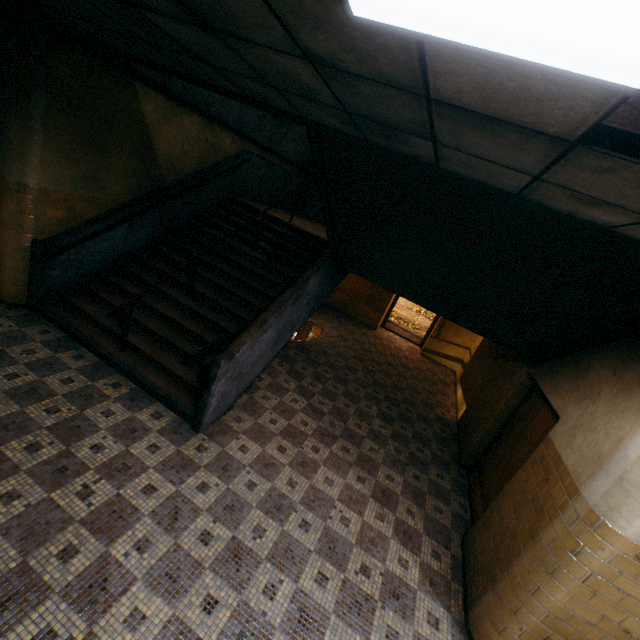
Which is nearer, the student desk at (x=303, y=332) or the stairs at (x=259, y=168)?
the stairs at (x=259, y=168)

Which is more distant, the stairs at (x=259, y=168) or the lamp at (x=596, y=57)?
the stairs at (x=259, y=168)

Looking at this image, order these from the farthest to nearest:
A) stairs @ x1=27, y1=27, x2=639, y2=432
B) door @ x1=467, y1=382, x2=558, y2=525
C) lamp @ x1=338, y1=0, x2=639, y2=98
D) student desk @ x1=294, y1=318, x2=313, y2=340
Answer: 1. student desk @ x1=294, y1=318, x2=313, y2=340
2. door @ x1=467, y1=382, x2=558, y2=525
3. stairs @ x1=27, y1=27, x2=639, y2=432
4. lamp @ x1=338, y1=0, x2=639, y2=98

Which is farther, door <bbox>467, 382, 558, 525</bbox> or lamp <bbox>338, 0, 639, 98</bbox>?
door <bbox>467, 382, 558, 525</bbox>

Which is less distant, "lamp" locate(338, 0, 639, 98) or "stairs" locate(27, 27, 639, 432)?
"lamp" locate(338, 0, 639, 98)

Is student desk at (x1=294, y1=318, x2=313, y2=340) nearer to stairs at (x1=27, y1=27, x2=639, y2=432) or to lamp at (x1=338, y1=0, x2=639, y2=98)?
stairs at (x1=27, y1=27, x2=639, y2=432)

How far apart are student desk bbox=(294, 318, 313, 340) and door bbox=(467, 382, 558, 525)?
4.5 meters

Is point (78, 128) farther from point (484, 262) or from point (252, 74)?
point (484, 262)
